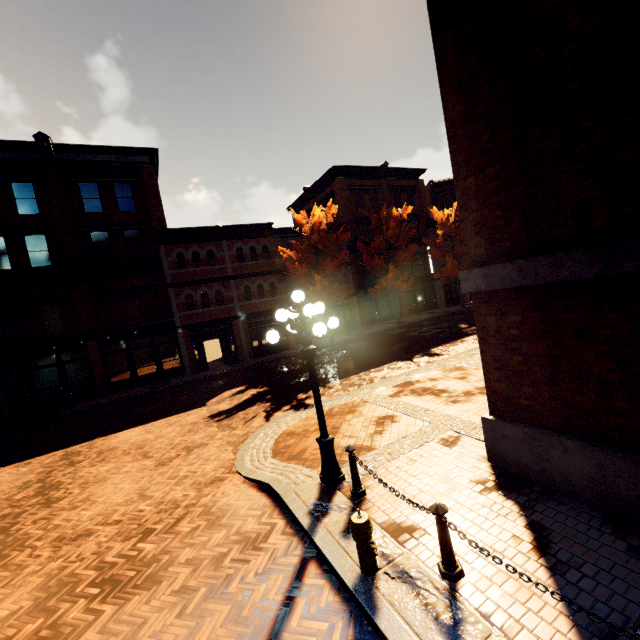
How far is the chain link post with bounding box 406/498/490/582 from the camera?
3.50m

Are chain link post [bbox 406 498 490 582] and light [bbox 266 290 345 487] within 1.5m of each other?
no

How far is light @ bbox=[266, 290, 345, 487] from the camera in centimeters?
559cm

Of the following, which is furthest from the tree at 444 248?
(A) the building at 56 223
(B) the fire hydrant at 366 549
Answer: (B) the fire hydrant at 366 549

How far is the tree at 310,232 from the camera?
21.2m

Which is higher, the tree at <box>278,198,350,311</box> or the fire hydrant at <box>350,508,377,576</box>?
the tree at <box>278,198,350,311</box>

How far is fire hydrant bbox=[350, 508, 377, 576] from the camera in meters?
3.9 m

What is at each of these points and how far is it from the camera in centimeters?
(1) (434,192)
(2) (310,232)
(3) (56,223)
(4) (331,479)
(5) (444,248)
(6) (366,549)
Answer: (1) building, 3731cm
(2) tree, 2273cm
(3) building, 1880cm
(4) light, 597cm
(5) tree, 3070cm
(6) fire hydrant, 387cm
